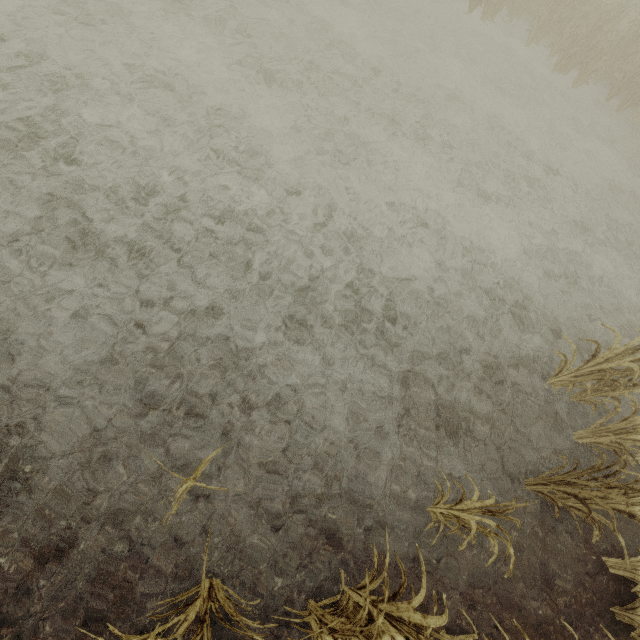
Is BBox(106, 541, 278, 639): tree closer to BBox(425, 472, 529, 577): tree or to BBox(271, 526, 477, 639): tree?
BBox(271, 526, 477, 639): tree

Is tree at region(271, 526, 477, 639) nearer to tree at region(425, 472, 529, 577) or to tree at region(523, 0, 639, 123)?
tree at region(425, 472, 529, 577)

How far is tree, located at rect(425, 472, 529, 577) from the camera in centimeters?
262cm

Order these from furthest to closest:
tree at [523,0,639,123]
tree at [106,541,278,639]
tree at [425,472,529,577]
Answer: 1. tree at [523,0,639,123]
2. tree at [425,472,529,577]
3. tree at [106,541,278,639]

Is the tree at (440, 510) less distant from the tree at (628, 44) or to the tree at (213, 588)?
the tree at (213, 588)

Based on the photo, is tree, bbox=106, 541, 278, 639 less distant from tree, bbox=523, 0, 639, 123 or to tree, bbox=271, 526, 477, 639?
tree, bbox=271, 526, 477, 639

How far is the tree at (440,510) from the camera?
2.6m

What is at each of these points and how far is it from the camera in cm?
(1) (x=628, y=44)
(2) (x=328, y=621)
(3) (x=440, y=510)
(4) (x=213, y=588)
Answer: (1) tree, 1091
(2) tree, 248
(3) tree, 339
(4) tree, 255
